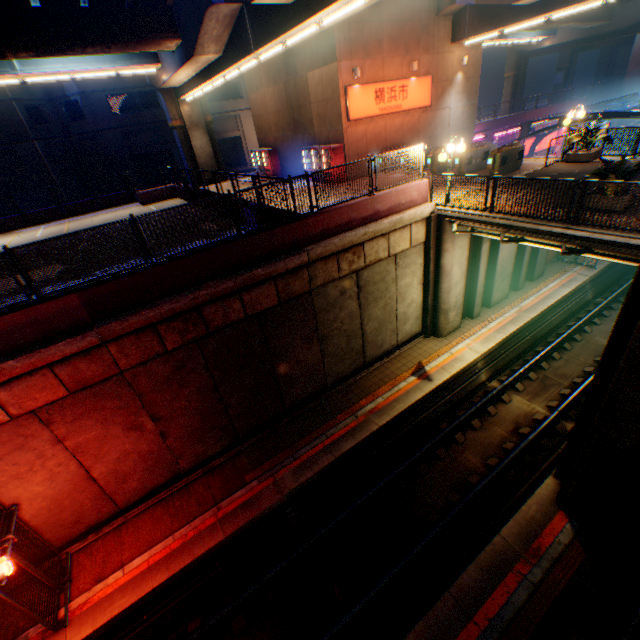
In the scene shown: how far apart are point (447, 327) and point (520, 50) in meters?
48.4

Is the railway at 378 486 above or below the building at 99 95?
below

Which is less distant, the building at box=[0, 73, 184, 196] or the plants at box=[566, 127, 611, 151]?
the plants at box=[566, 127, 611, 151]

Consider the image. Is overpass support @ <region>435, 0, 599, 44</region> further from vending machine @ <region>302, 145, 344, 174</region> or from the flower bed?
the flower bed

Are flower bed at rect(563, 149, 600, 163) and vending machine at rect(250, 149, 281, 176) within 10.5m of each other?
no

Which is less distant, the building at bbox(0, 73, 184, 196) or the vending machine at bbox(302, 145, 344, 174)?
the vending machine at bbox(302, 145, 344, 174)

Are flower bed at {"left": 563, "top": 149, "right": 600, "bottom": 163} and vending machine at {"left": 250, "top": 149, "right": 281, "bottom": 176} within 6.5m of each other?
no

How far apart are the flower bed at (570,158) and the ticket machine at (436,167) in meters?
4.8
